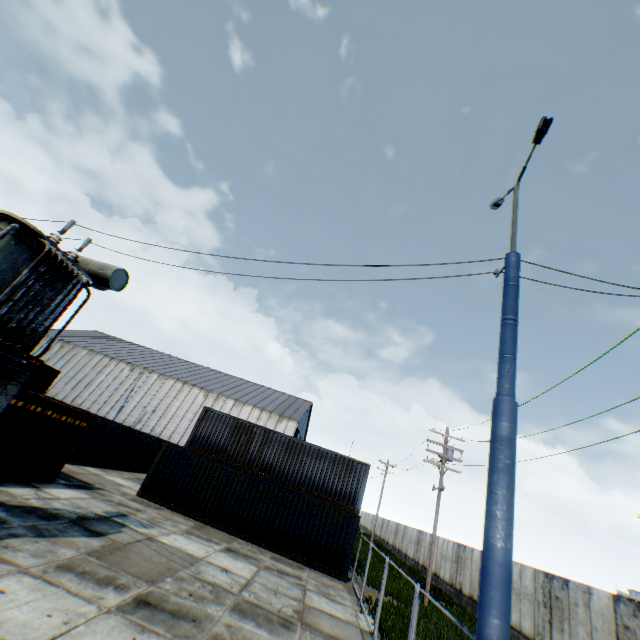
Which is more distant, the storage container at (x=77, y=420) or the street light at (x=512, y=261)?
the storage container at (x=77, y=420)

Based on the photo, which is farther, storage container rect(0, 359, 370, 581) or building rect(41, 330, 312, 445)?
building rect(41, 330, 312, 445)

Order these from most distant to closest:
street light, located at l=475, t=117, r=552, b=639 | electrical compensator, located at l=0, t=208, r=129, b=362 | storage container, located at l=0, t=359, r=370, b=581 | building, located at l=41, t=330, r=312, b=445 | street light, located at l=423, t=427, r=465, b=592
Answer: building, located at l=41, t=330, r=312, b=445 < street light, located at l=423, t=427, r=465, b=592 < storage container, located at l=0, t=359, r=370, b=581 < electrical compensator, located at l=0, t=208, r=129, b=362 < street light, located at l=475, t=117, r=552, b=639

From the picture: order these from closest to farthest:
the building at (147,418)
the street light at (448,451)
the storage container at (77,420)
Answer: the storage container at (77,420) < the street light at (448,451) < the building at (147,418)

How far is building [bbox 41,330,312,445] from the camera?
45.75m

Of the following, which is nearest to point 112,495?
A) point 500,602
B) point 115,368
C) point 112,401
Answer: point 500,602

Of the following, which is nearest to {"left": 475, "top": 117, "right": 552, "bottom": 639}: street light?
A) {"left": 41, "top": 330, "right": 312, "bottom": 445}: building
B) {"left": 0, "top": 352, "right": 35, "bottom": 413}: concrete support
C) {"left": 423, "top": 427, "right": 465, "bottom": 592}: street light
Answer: {"left": 0, "top": 352, "right": 35, "bottom": 413}: concrete support

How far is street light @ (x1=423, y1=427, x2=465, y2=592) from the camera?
18.0 meters
